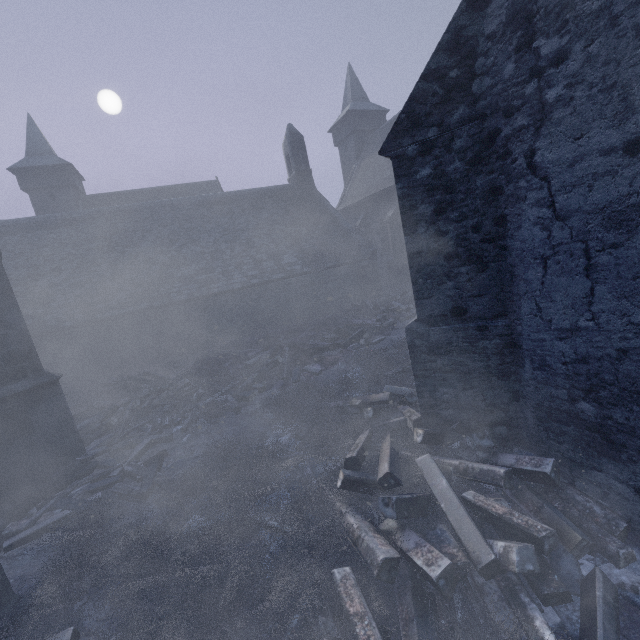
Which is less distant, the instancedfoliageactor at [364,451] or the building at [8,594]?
the instancedfoliageactor at [364,451]

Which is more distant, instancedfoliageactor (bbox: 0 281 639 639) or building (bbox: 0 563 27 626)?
building (bbox: 0 563 27 626)

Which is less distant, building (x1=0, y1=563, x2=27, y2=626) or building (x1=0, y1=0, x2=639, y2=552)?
building (x1=0, y1=0, x2=639, y2=552)

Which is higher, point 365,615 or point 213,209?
point 213,209

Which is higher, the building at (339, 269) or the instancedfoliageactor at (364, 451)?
the building at (339, 269)

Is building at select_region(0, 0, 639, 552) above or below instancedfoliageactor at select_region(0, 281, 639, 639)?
above

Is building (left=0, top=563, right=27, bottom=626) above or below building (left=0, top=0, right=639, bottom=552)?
below
